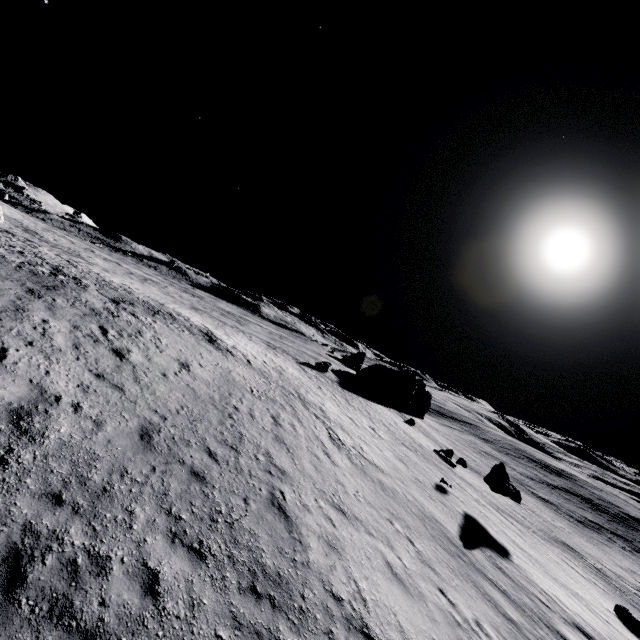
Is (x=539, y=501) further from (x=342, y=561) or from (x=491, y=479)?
(x=342, y=561)

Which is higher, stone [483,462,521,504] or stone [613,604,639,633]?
stone [483,462,521,504]

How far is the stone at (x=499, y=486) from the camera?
24.5 meters

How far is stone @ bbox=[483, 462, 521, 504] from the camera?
24.48m

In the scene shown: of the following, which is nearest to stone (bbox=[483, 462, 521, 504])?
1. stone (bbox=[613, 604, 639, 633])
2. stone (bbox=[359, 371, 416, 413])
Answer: stone (bbox=[613, 604, 639, 633])

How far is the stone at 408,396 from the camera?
55.4m

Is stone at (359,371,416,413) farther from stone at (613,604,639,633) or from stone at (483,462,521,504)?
stone at (613,604,639,633)
